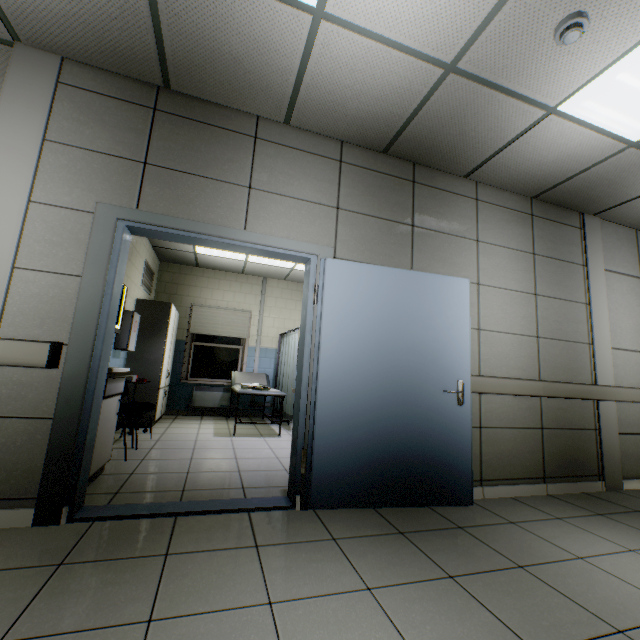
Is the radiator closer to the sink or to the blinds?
the blinds

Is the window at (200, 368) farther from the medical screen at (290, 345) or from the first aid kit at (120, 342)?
the first aid kit at (120, 342)

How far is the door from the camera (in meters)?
2.18

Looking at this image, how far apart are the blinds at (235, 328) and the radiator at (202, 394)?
Result: 1.15m

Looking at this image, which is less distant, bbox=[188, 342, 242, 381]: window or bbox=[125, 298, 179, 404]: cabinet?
bbox=[125, 298, 179, 404]: cabinet

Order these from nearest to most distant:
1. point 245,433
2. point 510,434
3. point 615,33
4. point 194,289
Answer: point 615,33 → point 510,434 → point 245,433 → point 194,289

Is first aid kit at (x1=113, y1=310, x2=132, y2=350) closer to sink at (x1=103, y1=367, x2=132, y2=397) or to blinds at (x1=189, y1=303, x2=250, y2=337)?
sink at (x1=103, y1=367, x2=132, y2=397)

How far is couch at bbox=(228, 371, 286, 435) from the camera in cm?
514
